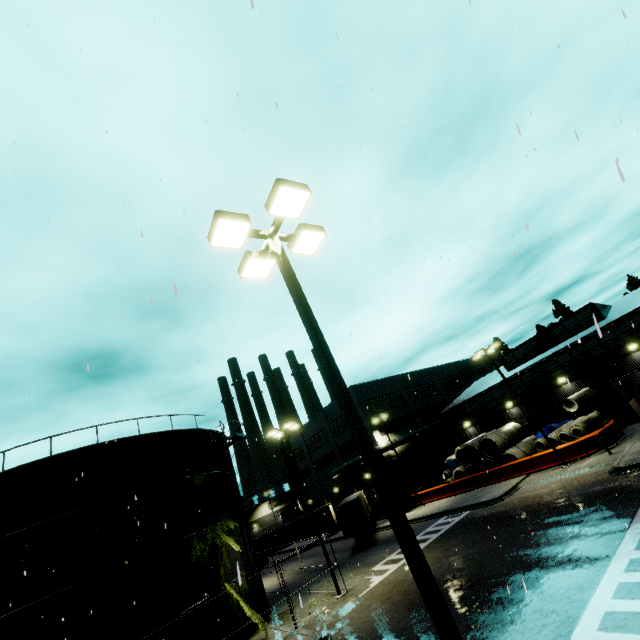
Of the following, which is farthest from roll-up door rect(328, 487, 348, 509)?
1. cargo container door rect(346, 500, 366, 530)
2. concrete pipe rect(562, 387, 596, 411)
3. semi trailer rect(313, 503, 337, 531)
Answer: concrete pipe rect(562, 387, 596, 411)

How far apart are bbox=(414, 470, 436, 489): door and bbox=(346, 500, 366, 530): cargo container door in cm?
1193

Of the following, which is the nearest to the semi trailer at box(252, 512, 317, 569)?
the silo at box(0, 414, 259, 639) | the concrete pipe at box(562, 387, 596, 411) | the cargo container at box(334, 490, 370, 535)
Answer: the cargo container at box(334, 490, 370, 535)

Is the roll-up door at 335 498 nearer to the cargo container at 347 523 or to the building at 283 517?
the building at 283 517

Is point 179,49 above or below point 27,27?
above

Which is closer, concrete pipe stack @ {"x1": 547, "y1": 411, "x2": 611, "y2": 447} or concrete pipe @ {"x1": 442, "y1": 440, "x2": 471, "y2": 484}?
concrete pipe stack @ {"x1": 547, "y1": 411, "x2": 611, "y2": 447}

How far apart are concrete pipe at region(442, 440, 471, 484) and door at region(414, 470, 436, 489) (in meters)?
4.90

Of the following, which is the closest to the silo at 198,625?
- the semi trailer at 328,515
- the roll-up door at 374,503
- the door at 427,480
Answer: the roll-up door at 374,503
